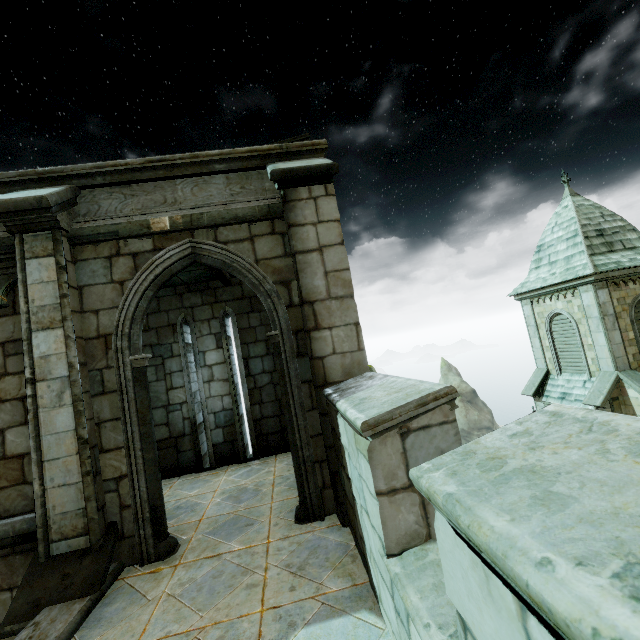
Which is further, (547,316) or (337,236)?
(547,316)
